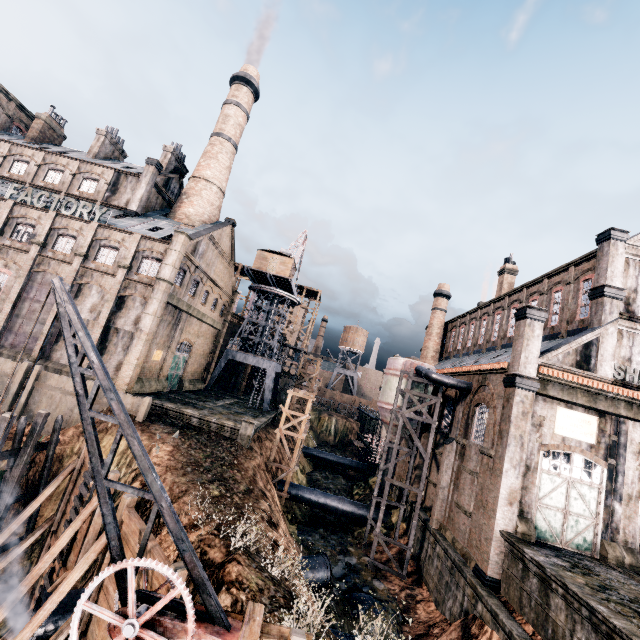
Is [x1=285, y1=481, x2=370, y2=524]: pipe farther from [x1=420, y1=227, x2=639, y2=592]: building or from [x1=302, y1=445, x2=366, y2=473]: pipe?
[x1=302, y1=445, x2=366, y2=473]: pipe

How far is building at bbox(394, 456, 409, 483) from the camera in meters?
35.4 m

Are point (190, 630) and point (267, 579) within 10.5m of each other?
yes

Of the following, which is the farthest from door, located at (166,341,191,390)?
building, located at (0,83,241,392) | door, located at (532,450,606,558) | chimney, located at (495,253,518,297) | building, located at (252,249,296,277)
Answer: chimney, located at (495,253,518,297)

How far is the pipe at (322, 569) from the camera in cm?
1892

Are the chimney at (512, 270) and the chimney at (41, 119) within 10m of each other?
no

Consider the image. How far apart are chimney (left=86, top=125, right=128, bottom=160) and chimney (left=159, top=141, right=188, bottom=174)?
7.59m

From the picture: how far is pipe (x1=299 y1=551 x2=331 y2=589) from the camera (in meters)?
18.92
